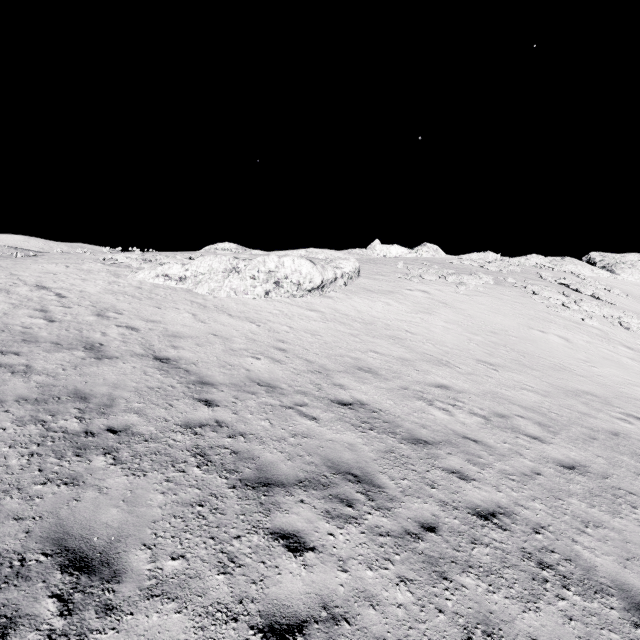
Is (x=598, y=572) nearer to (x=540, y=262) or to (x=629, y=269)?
(x=540, y=262)
